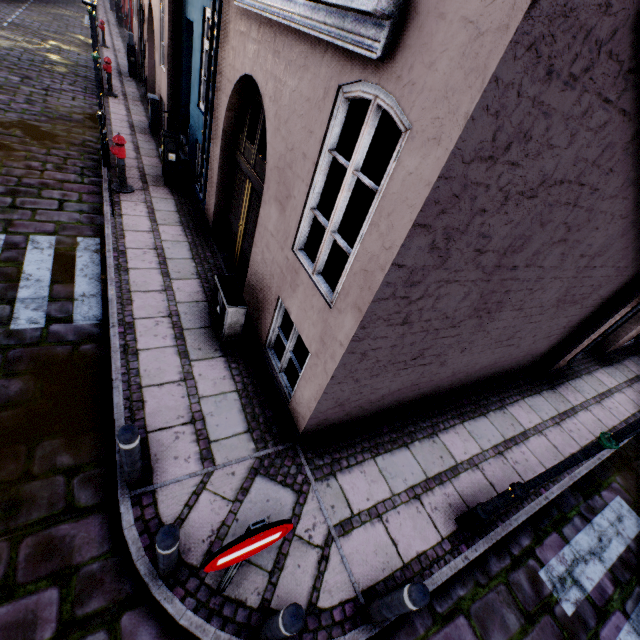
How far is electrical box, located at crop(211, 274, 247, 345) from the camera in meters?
4.8 m

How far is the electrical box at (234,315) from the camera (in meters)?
4.79

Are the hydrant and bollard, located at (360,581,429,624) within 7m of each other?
no

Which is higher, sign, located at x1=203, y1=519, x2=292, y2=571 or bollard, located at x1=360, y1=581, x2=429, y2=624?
sign, located at x1=203, y1=519, x2=292, y2=571

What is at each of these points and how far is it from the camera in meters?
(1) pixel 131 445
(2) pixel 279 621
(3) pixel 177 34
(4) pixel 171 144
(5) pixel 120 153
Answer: (1) bollard, 2.8
(2) bollard, 2.3
(3) building, 8.3
(4) electrical box, 8.0
(5) hydrant, 7.2

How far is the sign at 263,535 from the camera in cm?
174

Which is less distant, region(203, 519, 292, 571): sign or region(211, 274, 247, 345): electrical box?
region(203, 519, 292, 571): sign

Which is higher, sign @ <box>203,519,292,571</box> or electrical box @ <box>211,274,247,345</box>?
sign @ <box>203,519,292,571</box>
